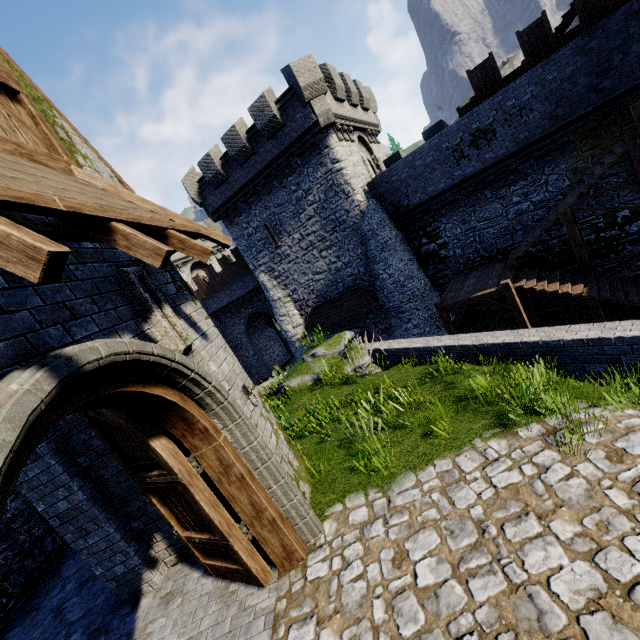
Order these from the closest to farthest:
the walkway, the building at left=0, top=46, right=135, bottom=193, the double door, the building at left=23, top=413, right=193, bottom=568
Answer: the double door < the building at left=0, top=46, right=135, bottom=193 < the building at left=23, top=413, right=193, bottom=568 < the walkway

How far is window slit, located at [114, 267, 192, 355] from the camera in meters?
3.9 m

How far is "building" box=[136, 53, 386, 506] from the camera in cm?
547

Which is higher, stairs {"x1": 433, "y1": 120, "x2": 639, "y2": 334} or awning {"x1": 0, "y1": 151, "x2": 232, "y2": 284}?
awning {"x1": 0, "y1": 151, "x2": 232, "y2": 284}

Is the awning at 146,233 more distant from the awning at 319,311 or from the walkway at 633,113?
the awning at 319,311

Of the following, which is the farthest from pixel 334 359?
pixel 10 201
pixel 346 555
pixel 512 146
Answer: pixel 512 146

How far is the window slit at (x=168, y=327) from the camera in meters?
3.9 m

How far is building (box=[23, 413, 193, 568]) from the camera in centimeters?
524cm
